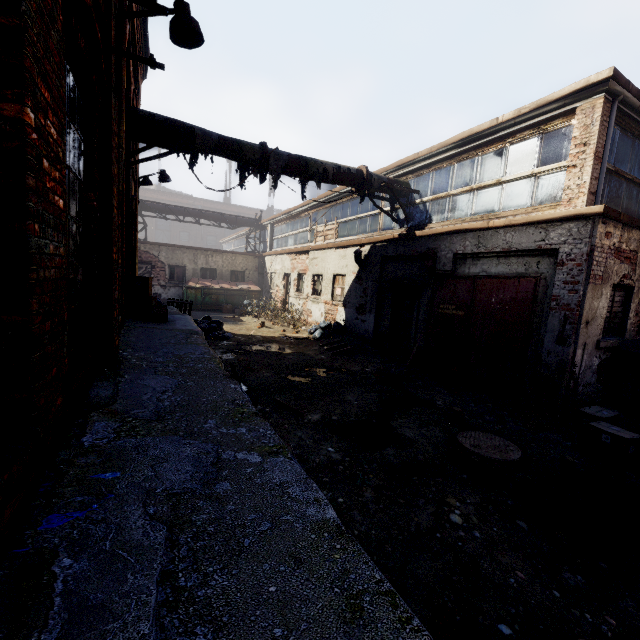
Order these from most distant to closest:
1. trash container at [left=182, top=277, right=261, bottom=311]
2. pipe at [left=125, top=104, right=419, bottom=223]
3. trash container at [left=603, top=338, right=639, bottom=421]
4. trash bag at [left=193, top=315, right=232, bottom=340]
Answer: trash container at [left=182, top=277, right=261, bottom=311] < trash bag at [left=193, top=315, right=232, bottom=340] < pipe at [left=125, top=104, right=419, bottom=223] < trash container at [left=603, top=338, right=639, bottom=421]

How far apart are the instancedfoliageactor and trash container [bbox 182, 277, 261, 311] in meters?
15.8 m

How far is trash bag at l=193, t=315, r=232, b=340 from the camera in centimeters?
1112cm

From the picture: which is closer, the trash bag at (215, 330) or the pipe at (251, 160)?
the pipe at (251, 160)

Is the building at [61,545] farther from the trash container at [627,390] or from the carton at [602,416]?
the trash container at [627,390]

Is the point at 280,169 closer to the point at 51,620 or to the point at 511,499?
the point at 511,499

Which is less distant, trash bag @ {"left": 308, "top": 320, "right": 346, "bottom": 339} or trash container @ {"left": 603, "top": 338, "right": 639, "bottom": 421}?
trash container @ {"left": 603, "top": 338, "right": 639, "bottom": 421}

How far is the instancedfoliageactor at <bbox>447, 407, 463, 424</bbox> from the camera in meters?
5.6
